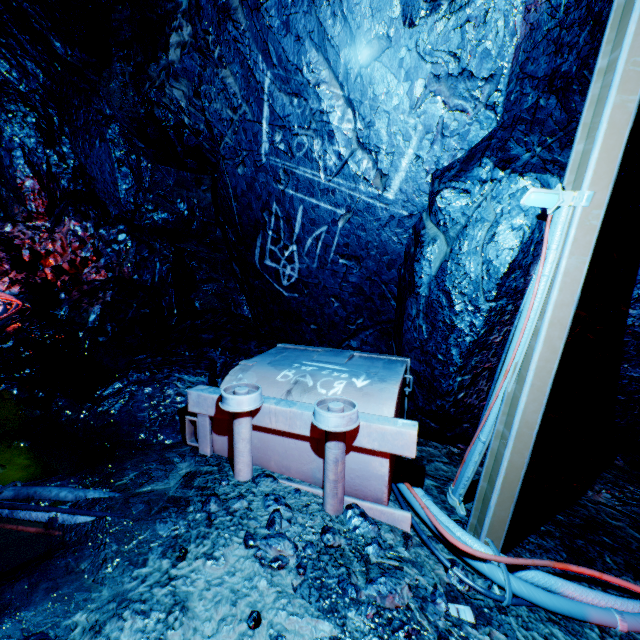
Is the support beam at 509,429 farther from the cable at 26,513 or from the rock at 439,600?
the cable at 26,513

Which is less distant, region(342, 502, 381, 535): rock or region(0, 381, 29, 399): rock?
region(342, 502, 381, 535): rock

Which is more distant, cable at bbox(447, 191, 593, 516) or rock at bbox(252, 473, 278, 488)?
rock at bbox(252, 473, 278, 488)

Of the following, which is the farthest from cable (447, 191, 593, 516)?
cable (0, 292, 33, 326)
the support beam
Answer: cable (0, 292, 33, 326)

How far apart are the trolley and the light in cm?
133

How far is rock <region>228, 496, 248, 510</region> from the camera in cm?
186

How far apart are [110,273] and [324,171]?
3.9m
